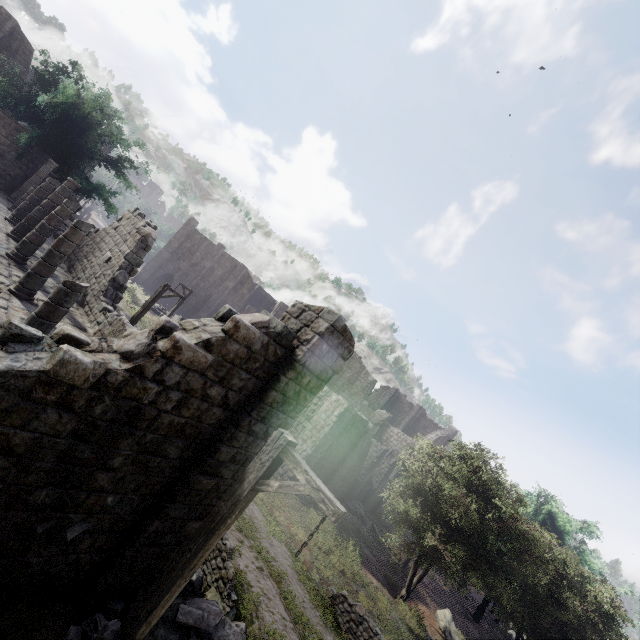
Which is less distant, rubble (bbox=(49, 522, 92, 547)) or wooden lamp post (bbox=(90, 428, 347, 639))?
wooden lamp post (bbox=(90, 428, 347, 639))

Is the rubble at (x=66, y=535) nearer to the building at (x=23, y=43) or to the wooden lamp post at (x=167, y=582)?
the building at (x=23, y=43)

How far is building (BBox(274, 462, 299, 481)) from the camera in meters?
18.3 m

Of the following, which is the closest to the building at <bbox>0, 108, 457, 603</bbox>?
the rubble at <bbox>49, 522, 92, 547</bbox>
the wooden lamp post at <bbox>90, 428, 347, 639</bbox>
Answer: the rubble at <bbox>49, 522, 92, 547</bbox>

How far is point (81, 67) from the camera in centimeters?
2544cm

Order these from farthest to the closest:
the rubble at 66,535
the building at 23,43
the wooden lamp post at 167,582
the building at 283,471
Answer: the building at 23,43 → the building at 283,471 → the rubble at 66,535 → the wooden lamp post at 167,582

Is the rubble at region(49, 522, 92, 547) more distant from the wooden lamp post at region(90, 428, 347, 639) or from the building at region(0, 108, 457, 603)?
the wooden lamp post at region(90, 428, 347, 639)

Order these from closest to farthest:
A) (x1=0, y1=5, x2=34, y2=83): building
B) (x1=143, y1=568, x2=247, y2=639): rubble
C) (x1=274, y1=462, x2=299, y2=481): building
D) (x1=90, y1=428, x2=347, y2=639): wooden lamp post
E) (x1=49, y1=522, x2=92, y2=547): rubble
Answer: (x1=90, y1=428, x2=347, y2=639): wooden lamp post → (x1=49, y1=522, x2=92, y2=547): rubble → (x1=143, y1=568, x2=247, y2=639): rubble → (x1=274, y1=462, x2=299, y2=481): building → (x1=0, y1=5, x2=34, y2=83): building
